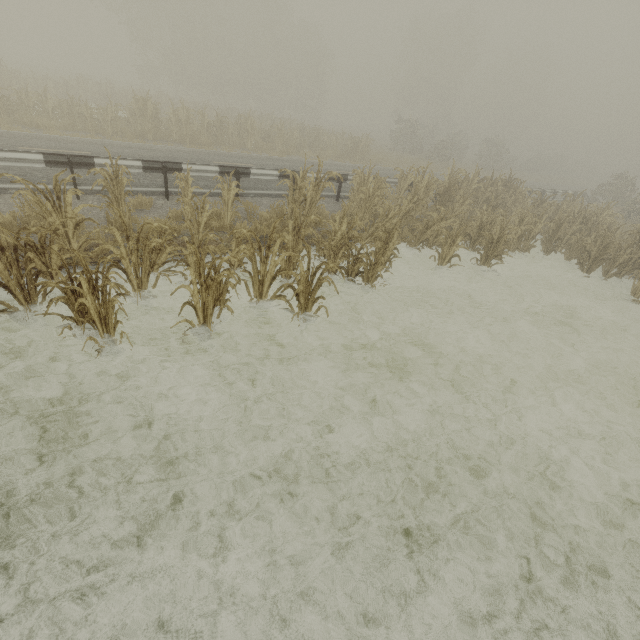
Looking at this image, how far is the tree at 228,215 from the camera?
7.43m

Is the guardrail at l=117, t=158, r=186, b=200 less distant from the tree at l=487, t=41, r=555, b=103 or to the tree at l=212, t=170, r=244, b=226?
the tree at l=212, t=170, r=244, b=226

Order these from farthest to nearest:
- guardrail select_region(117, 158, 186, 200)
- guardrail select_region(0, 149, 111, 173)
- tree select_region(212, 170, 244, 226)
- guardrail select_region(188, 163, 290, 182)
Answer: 1. guardrail select_region(188, 163, 290, 182)
2. guardrail select_region(117, 158, 186, 200)
3. tree select_region(212, 170, 244, 226)
4. guardrail select_region(0, 149, 111, 173)

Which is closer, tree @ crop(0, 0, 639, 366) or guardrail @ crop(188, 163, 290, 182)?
tree @ crop(0, 0, 639, 366)

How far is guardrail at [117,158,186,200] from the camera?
8.1 meters

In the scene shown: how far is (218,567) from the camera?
3.0 meters

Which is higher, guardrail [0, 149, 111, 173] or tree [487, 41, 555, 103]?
tree [487, 41, 555, 103]

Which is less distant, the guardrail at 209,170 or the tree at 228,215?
the tree at 228,215
